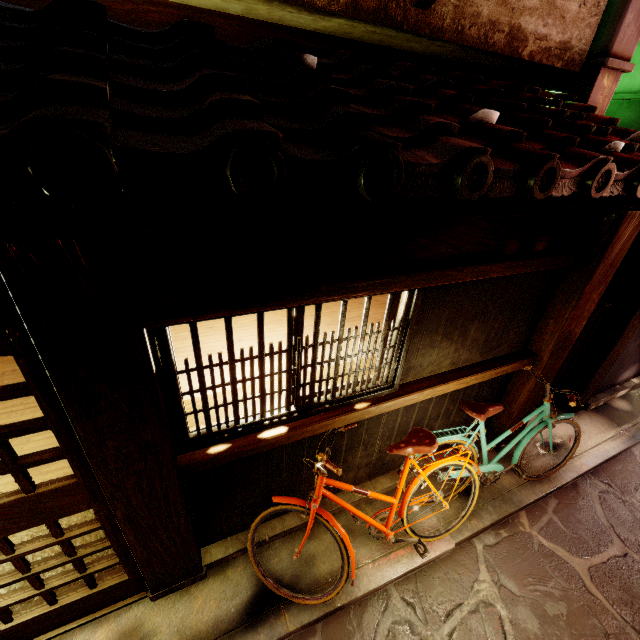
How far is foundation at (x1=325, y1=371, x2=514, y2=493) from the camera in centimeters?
593cm

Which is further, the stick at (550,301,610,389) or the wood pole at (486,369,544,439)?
the stick at (550,301,610,389)

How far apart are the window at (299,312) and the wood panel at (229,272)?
0.4 meters

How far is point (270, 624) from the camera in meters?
5.0 m

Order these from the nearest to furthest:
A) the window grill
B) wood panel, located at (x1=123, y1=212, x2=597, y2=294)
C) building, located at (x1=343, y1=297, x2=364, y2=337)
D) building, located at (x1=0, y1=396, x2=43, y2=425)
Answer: wood panel, located at (x1=123, y1=212, x2=597, y2=294) → the window grill → building, located at (x1=343, y1=297, x2=364, y2=337) → building, located at (x1=0, y1=396, x2=43, y2=425)

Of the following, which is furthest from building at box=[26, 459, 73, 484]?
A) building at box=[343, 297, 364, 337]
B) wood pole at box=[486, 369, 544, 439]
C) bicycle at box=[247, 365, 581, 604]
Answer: wood pole at box=[486, 369, 544, 439]

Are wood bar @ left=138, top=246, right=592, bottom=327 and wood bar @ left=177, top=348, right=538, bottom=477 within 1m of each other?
no

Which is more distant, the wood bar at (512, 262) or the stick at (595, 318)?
the stick at (595, 318)
